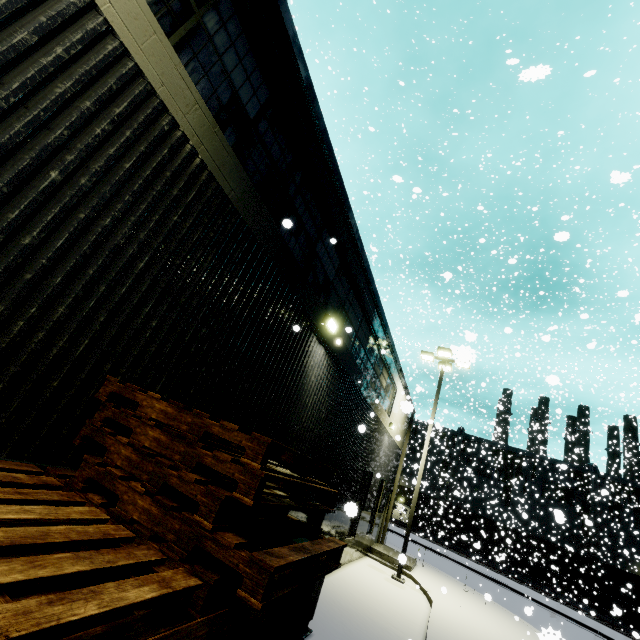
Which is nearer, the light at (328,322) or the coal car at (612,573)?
the light at (328,322)

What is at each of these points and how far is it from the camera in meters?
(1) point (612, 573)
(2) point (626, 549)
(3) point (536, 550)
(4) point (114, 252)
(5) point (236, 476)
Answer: (1) coal car, 29.9 m
(2) building, 40.3 m
(3) building, 42.9 m
(4) building, 3.1 m
(5) pallet, 2.3 m

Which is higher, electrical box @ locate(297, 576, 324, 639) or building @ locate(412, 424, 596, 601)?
building @ locate(412, 424, 596, 601)

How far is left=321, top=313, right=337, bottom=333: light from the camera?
7.2m

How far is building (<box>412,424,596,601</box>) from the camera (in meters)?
36.94

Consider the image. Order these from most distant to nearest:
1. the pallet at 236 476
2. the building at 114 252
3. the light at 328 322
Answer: the light at 328 322, the building at 114 252, the pallet at 236 476

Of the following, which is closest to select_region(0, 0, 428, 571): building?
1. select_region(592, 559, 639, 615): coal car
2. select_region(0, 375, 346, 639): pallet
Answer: select_region(0, 375, 346, 639): pallet

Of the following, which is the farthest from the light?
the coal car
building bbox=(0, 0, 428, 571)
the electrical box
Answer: the coal car
